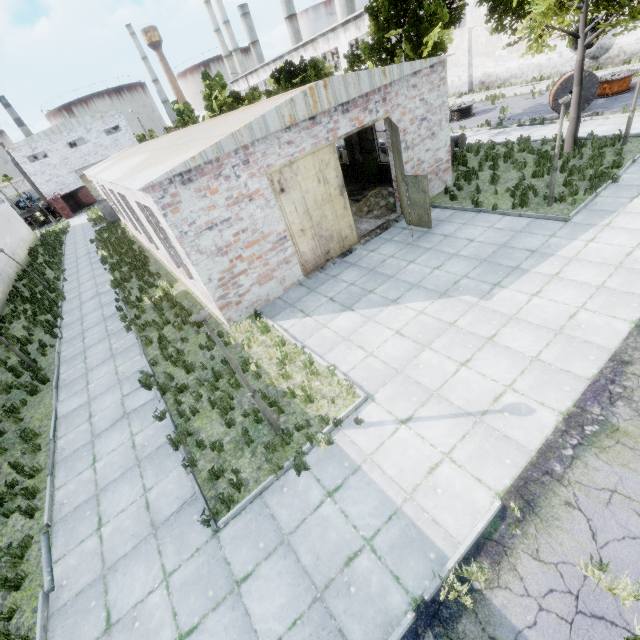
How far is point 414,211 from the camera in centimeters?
1249cm

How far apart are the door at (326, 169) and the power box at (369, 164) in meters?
7.1 m

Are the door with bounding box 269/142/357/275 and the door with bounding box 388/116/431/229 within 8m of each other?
yes

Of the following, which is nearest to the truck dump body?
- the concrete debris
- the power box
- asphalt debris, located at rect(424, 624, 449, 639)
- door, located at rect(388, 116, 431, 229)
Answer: the power box

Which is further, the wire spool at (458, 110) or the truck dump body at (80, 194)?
the truck dump body at (80, 194)

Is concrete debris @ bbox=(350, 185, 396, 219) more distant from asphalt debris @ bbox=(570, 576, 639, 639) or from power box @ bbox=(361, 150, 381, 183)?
asphalt debris @ bbox=(570, 576, 639, 639)

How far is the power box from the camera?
17.8 meters

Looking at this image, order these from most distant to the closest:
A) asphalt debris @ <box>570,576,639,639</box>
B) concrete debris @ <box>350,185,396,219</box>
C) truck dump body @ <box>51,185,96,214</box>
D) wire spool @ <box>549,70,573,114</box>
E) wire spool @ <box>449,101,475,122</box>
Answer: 1. truck dump body @ <box>51,185,96,214</box>
2. wire spool @ <box>449,101,475,122</box>
3. wire spool @ <box>549,70,573,114</box>
4. concrete debris @ <box>350,185,396,219</box>
5. asphalt debris @ <box>570,576,639,639</box>
